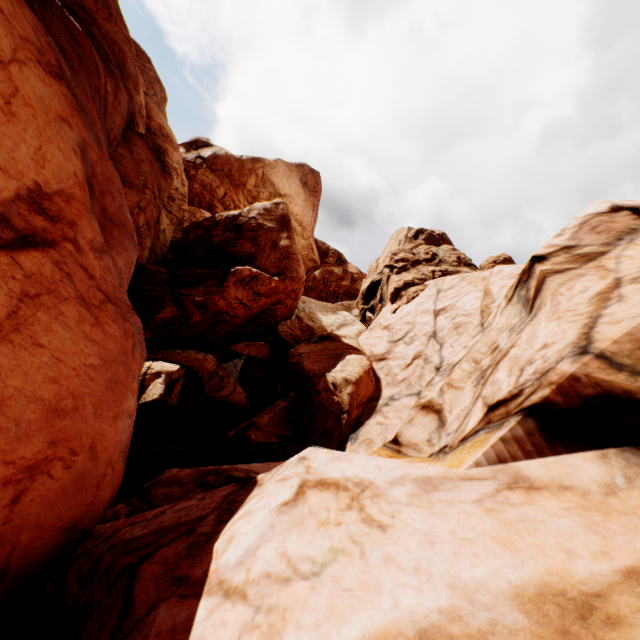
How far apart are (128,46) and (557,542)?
30.4 meters
